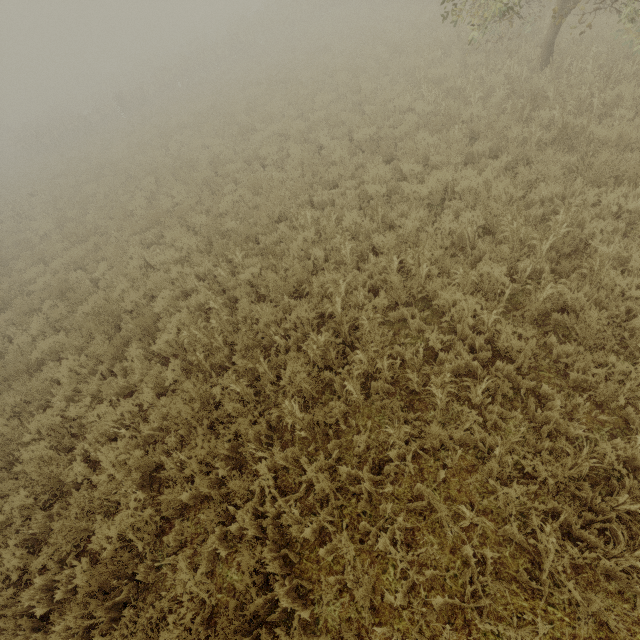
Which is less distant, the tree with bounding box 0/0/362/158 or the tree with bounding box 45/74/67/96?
the tree with bounding box 0/0/362/158

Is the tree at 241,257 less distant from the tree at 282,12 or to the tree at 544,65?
the tree at 544,65

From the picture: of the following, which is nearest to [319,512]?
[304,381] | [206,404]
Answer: [304,381]

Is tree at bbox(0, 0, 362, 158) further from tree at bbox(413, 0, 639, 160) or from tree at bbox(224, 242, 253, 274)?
tree at bbox(224, 242, 253, 274)

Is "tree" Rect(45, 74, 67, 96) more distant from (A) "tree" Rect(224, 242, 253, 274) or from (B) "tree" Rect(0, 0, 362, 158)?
(A) "tree" Rect(224, 242, 253, 274)

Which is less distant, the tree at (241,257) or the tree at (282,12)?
the tree at (241,257)

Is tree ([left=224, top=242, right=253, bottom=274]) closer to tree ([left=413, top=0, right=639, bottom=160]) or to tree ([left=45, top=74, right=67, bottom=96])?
tree ([left=413, top=0, right=639, bottom=160])

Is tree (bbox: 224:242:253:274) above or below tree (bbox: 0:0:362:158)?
below
